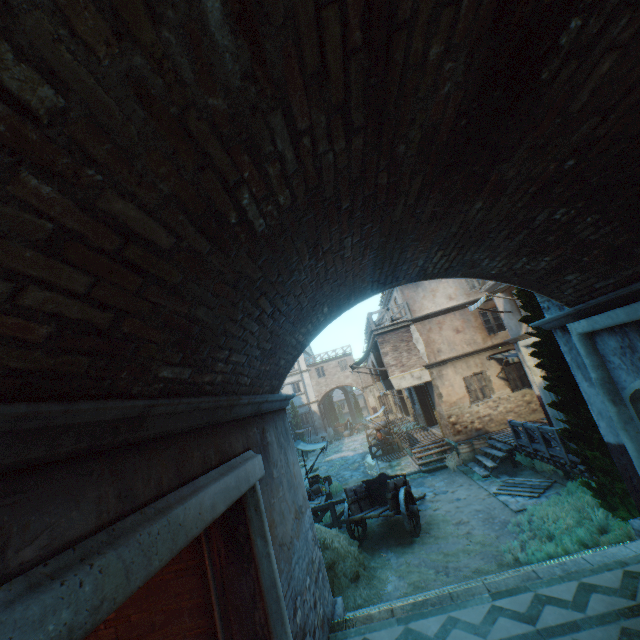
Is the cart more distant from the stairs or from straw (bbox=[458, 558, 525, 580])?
the stairs

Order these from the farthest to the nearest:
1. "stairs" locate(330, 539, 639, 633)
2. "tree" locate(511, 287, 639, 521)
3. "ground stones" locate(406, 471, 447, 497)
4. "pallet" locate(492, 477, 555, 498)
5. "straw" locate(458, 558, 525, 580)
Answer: "ground stones" locate(406, 471, 447, 497)
"pallet" locate(492, 477, 555, 498)
"straw" locate(458, 558, 525, 580)
"tree" locate(511, 287, 639, 521)
"stairs" locate(330, 539, 639, 633)

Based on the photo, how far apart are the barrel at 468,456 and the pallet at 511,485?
2.7 meters

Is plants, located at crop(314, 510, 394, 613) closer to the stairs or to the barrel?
the stairs

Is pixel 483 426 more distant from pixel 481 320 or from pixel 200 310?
pixel 200 310

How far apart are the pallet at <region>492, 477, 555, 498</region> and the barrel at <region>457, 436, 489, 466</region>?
2.7m

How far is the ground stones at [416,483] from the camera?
12.8 meters

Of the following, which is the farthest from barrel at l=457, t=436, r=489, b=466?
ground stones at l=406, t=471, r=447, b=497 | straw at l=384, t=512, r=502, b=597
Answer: straw at l=384, t=512, r=502, b=597
